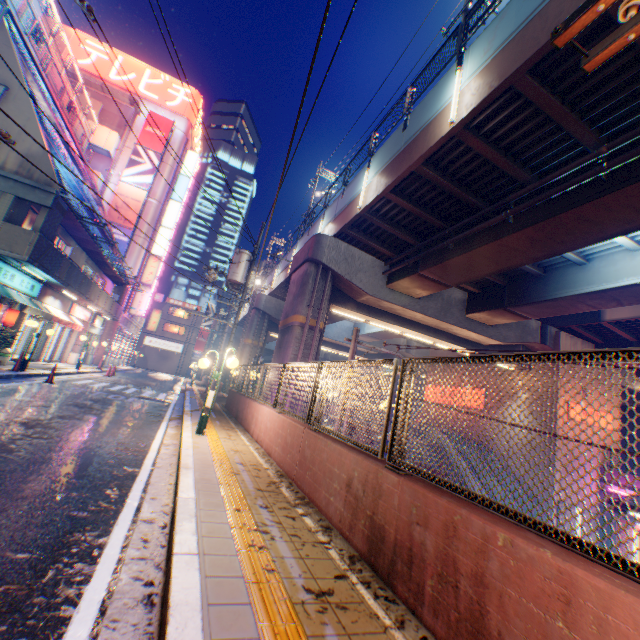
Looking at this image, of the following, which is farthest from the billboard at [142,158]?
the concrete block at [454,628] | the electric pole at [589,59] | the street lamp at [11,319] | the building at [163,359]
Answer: the electric pole at [589,59]

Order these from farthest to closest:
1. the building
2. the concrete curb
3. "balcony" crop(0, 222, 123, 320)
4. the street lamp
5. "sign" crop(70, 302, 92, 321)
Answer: the building, "sign" crop(70, 302, 92, 321), the street lamp, "balcony" crop(0, 222, 123, 320), the concrete curb

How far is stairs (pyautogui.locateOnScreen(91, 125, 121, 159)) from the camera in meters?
30.6 m

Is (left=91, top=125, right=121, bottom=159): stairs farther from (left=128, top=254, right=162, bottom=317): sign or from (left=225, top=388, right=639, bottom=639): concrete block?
(left=225, top=388, right=639, bottom=639): concrete block

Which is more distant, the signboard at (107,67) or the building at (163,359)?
the building at (163,359)

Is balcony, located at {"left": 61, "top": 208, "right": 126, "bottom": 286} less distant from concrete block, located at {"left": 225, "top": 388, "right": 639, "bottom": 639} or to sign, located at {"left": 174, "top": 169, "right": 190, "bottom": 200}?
sign, located at {"left": 174, "top": 169, "right": 190, "bottom": 200}

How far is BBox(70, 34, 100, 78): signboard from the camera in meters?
33.3 m

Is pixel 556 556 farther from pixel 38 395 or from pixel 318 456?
pixel 38 395
